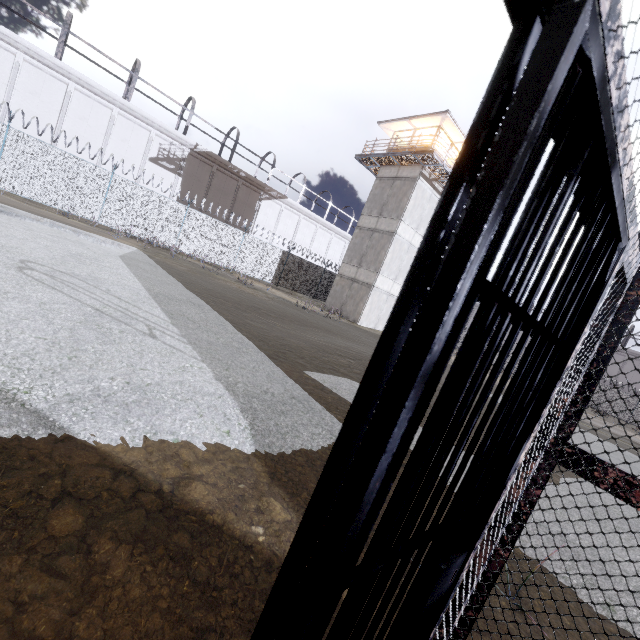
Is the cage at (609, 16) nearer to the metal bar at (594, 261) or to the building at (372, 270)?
the metal bar at (594, 261)

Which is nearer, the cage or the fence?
the cage

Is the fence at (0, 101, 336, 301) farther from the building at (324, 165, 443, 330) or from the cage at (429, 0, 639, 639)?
the cage at (429, 0, 639, 639)

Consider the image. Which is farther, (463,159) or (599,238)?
(599,238)

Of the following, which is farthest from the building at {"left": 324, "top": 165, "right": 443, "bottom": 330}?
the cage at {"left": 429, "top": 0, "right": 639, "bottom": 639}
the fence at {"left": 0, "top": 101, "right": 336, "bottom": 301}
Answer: the cage at {"left": 429, "top": 0, "right": 639, "bottom": 639}

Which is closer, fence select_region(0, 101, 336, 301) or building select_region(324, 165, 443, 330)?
fence select_region(0, 101, 336, 301)

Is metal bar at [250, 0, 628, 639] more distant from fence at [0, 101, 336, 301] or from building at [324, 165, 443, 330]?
building at [324, 165, 443, 330]

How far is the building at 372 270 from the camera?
22.80m
